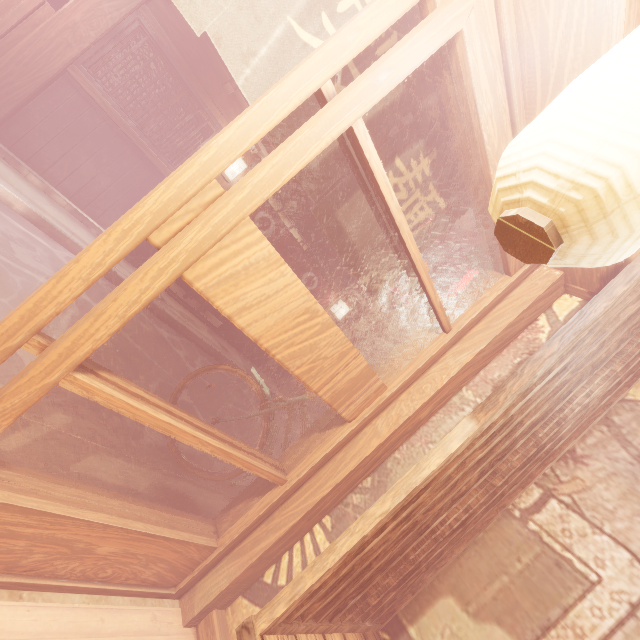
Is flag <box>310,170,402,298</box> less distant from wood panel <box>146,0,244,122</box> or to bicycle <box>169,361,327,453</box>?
bicycle <box>169,361,327,453</box>

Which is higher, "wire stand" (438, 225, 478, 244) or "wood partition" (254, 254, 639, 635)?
"wire stand" (438, 225, 478, 244)

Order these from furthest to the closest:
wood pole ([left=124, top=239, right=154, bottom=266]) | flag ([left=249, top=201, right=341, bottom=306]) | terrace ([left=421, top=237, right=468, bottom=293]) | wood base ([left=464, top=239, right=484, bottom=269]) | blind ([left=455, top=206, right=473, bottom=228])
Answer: blind ([left=455, top=206, right=473, bottom=228]) < terrace ([left=421, top=237, right=468, bottom=293]) < flag ([left=249, top=201, right=341, bottom=306]) < wood pole ([left=124, top=239, right=154, bottom=266]) < wood base ([left=464, top=239, right=484, bottom=269])

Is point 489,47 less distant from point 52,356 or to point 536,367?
point 536,367

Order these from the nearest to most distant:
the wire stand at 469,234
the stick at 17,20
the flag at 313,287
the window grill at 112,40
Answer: the stick at 17,20 → the window grill at 112,40 → the wire stand at 469,234 → the flag at 313,287

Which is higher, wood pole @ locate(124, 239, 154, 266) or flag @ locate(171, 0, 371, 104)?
flag @ locate(171, 0, 371, 104)

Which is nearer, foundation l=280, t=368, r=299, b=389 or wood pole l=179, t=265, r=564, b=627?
wood pole l=179, t=265, r=564, b=627

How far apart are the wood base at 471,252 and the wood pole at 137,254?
8.32m
